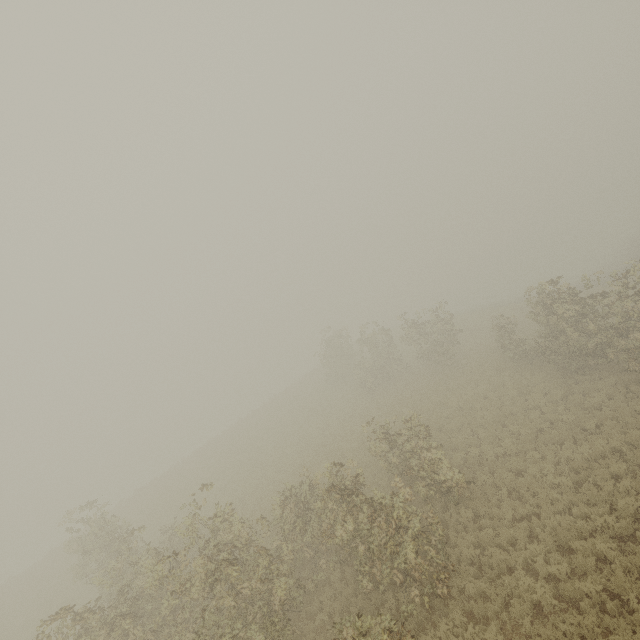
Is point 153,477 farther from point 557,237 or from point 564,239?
point 557,237
